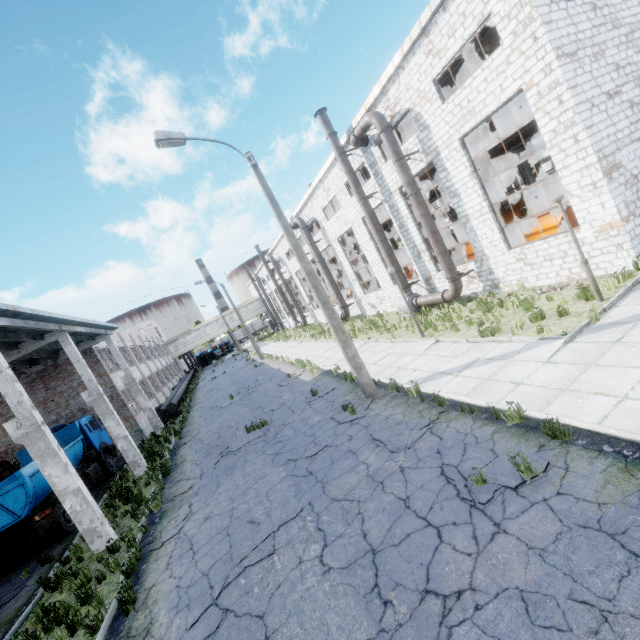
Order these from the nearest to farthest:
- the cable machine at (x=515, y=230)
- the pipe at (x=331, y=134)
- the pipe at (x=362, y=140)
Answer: the cable machine at (x=515, y=230) < the pipe at (x=362, y=140) < the pipe at (x=331, y=134)

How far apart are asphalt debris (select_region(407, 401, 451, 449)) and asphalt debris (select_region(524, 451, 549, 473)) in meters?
0.5 m

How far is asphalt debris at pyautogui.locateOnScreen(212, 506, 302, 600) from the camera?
6.1m

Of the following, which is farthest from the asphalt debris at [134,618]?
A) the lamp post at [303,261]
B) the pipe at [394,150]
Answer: the pipe at [394,150]

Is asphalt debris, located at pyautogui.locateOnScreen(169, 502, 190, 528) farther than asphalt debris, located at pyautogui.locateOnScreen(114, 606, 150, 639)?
Yes

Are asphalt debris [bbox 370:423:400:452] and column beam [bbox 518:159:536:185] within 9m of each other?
no

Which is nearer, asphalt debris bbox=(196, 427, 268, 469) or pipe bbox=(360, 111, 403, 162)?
asphalt debris bbox=(196, 427, 268, 469)

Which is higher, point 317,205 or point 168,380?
point 317,205
